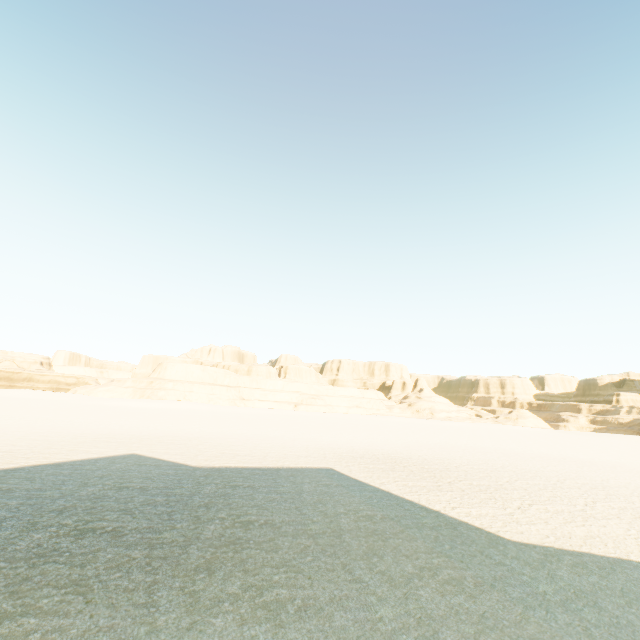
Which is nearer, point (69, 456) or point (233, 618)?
point (233, 618)
